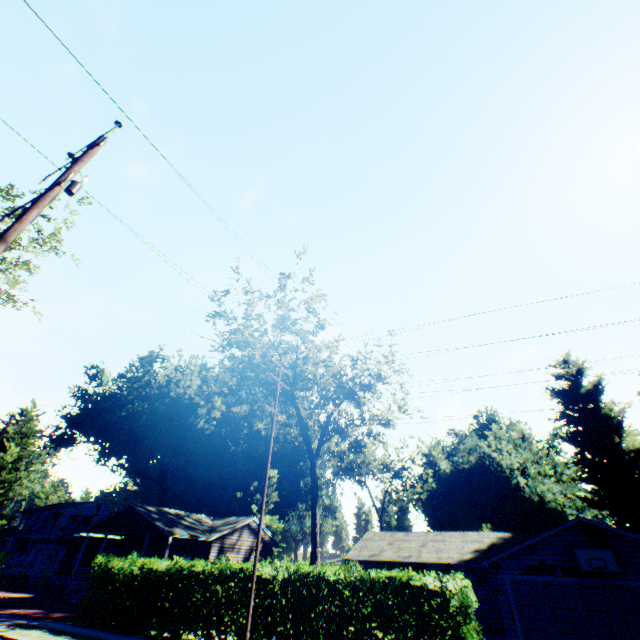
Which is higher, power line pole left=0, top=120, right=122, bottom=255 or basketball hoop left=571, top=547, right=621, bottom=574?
power line pole left=0, top=120, right=122, bottom=255

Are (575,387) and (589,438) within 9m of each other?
yes

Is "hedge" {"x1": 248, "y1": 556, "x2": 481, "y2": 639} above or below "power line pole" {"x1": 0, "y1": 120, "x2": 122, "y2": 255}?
below

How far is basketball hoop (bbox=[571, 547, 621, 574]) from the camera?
16.22m

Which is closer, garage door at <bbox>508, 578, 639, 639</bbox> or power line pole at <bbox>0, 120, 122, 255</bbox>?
power line pole at <bbox>0, 120, 122, 255</bbox>

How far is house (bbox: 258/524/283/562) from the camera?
34.1 meters

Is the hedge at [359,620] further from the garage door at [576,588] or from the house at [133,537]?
the garage door at [576,588]

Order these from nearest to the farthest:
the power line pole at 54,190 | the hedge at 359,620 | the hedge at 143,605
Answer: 1. the power line pole at 54,190
2. the hedge at 359,620
3. the hedge at 143,605
